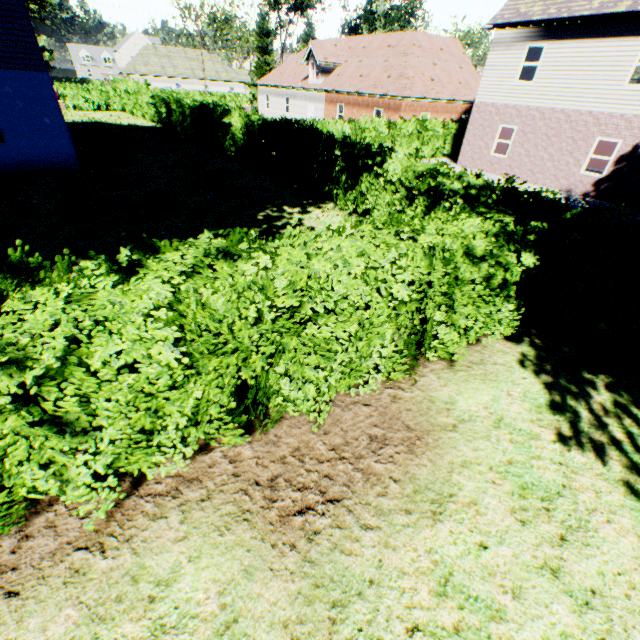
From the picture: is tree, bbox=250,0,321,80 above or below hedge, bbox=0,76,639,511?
above

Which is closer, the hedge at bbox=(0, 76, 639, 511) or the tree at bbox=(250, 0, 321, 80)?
the hedge at bbox=(0, 76, 639, 511)

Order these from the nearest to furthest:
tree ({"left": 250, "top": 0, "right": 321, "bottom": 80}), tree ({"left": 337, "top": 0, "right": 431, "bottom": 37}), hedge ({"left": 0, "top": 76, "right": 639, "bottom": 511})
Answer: hedge ({"left": 0, "top": 76, "right": 639, "bottom": 511}), tree ({"left": 337, "top": 0, "right": 431, "bottom": 37}), tree ({"left": 250, "top": 0, "right": 321, "bottom": 80})

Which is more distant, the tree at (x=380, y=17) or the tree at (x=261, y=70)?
the tree at (x=261, y=70)

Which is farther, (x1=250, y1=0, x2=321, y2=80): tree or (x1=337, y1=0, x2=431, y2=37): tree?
(x1=250, y1=0, x2=321, y2=80): tree

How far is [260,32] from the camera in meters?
38.5 m

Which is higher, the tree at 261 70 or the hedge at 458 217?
the tree at 261 70
